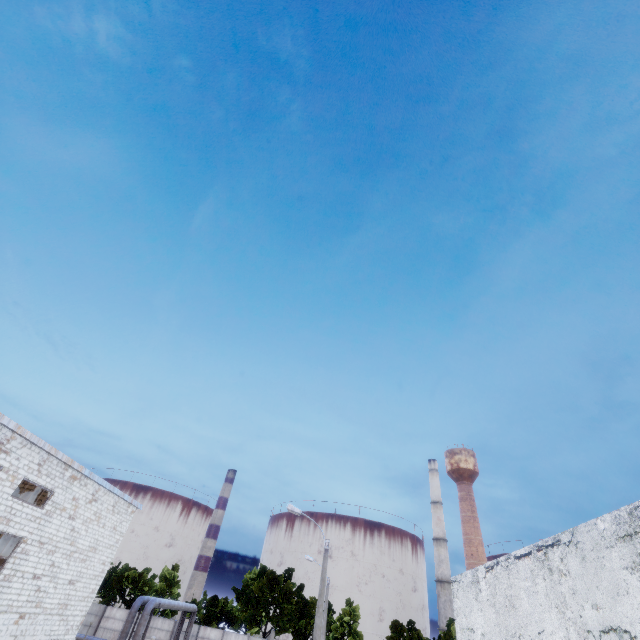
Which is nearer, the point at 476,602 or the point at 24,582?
the point at 476,602
